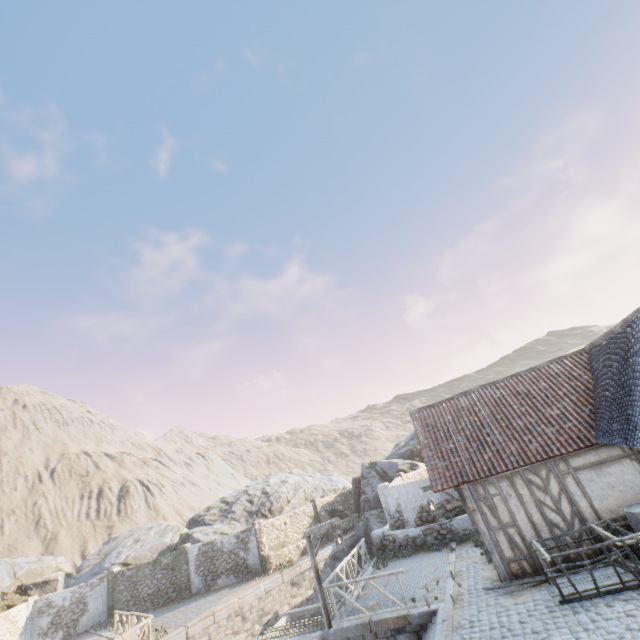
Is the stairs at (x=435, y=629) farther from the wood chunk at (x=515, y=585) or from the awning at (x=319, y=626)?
the wood chunk at (x=515, y=585)

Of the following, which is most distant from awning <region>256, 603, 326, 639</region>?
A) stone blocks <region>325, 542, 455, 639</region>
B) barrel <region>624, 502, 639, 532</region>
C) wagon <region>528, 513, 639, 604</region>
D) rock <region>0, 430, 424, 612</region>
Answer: rock <region>0, 430, 424, 612</region>

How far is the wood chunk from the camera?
9.44m

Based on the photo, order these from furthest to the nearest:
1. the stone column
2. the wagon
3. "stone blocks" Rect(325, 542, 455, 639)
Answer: the stone column
"stone blocks" Rect(325, 542, 455, 639)
the wagon

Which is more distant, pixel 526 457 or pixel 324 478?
pixel 324 478

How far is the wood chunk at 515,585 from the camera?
9.4m

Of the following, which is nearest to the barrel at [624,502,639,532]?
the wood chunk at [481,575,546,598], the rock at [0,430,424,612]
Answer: the wood chunk at [481,575,546,598]

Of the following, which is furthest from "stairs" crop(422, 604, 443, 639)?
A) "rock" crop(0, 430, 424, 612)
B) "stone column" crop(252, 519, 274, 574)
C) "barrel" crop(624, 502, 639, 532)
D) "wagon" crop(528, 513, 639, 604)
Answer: "rock" crop(0, 430, 424, 612)
